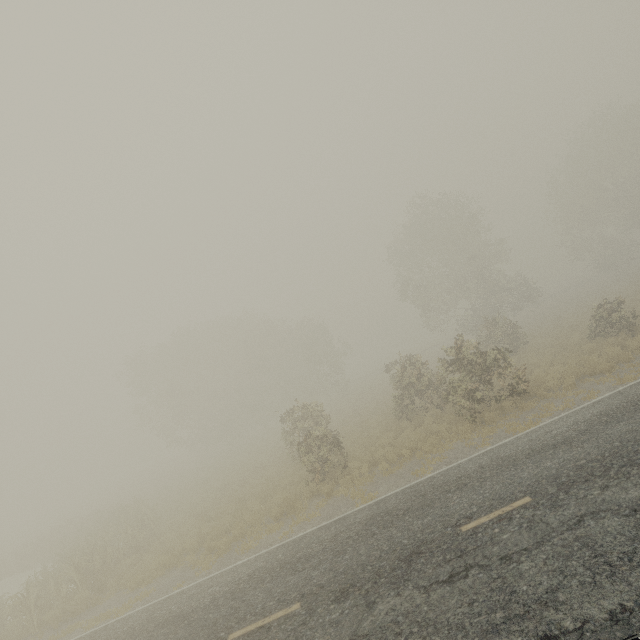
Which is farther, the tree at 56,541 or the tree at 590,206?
Answer: the tree at 590,206

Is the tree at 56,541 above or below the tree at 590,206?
below

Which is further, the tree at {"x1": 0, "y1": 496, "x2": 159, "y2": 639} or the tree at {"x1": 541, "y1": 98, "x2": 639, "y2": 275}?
the tree at {"x1": 541, "y1": 98, "x2": 639, "y2": 275}

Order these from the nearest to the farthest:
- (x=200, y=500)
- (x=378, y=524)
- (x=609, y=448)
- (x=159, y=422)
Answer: (x=609, y=448), (x=378, y=524), (x=200, y=500), (x=159, y=422)

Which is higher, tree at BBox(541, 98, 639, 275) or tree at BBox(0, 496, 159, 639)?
tree at BBox(541, 98, 639, 275)
